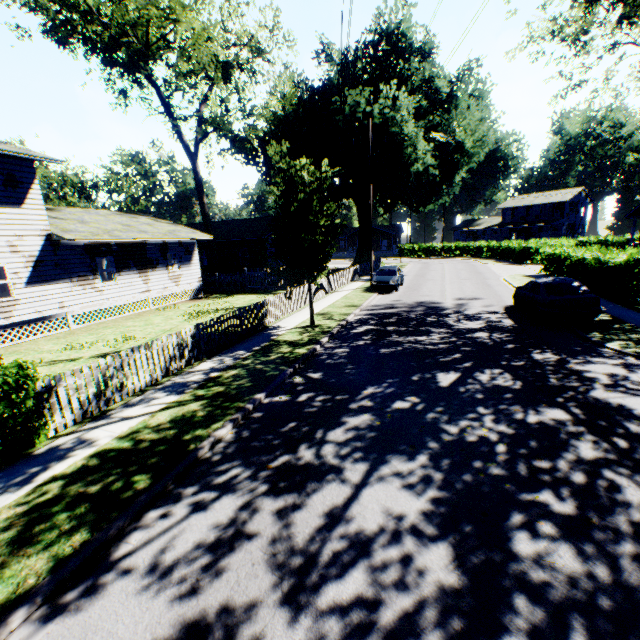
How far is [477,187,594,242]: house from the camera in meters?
53.0 m

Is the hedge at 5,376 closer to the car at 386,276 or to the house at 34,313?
the house at 34,313

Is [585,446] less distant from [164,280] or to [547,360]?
[547,360]

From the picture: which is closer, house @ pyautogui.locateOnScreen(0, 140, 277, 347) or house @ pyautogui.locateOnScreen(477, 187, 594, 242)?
house @ pyautogui.locateOnScreen(0, 140, 277, 347)

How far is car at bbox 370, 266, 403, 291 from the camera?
22.2 meters

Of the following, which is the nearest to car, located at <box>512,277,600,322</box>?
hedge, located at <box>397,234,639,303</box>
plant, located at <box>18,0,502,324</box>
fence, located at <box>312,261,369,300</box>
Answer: plant, located at <box>18,0,502,324</box>

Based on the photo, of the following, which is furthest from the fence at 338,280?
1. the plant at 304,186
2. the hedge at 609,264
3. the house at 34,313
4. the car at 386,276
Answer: the hedge at 609,264

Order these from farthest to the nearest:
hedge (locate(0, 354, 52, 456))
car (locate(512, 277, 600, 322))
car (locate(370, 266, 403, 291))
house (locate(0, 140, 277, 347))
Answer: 1. car (locate(370, 266, 403, 291))
2. house (locate(0, 140, 277, 347))
3. car (locate(512, 277, 600, 322))
4. hedge (locate(0, 354, 52, 456))
